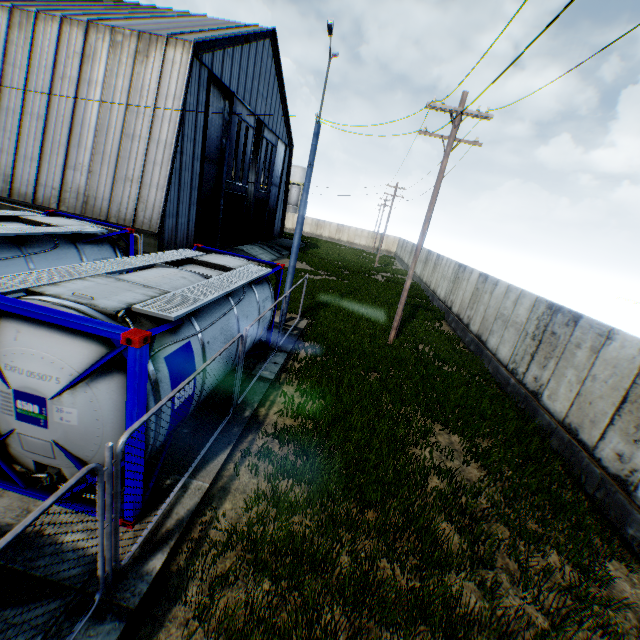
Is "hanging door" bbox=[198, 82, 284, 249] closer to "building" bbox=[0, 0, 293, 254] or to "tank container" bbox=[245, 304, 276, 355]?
"building" bbox=[0, 0, 293, 254]

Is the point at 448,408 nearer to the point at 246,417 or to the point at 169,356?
the point at 246,417

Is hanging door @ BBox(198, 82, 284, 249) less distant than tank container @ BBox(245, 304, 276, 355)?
No

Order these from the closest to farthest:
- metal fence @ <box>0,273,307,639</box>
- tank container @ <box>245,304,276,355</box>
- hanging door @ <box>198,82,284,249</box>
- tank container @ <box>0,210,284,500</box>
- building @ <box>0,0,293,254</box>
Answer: metal fence @ <box>0,273,307,639</box> < tank container @ <box>0,210,284,500</box> < tank container @ <box>245,304,276,355</box> < building @ <box>0,0,293,254</box> < hanging door @ <box>198,82,284,249</box>

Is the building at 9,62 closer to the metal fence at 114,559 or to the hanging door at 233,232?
the hanging door at 233,232

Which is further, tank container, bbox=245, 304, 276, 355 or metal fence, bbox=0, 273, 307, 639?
tank container, bbox=245, 304, 276, 355

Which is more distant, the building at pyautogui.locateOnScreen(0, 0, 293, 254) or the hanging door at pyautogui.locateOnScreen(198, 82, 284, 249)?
the hanging door at pyautogui.locateOnScreen(198, 82, 284, 249)

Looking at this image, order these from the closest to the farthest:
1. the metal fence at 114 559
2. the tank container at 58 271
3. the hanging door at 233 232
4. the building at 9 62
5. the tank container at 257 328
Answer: the metal fence at 114 559 < the tank container at 58 271 < the tank container at 257 328 < the building at 9 62 < the hanging door at 233 232
